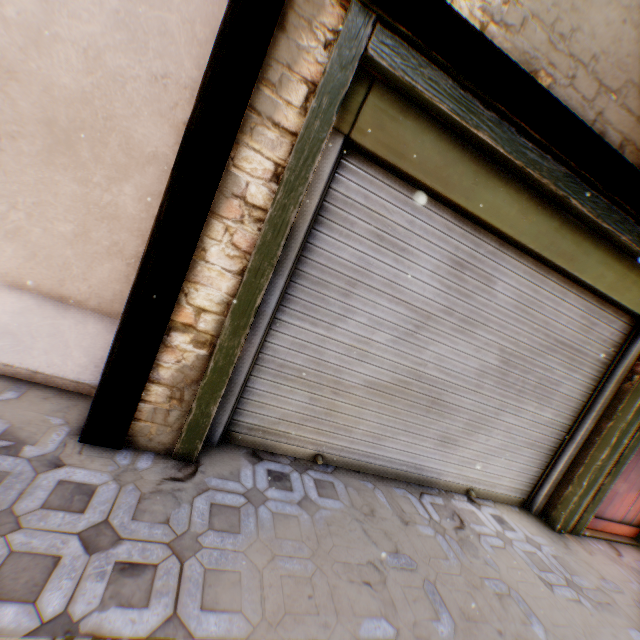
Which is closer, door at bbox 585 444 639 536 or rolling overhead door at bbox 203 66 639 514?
rolling overhead door at bbox 203 66 639 514

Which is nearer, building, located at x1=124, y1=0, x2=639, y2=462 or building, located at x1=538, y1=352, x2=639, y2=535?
building, located at x1=124, y1=0, x2=639, y2=462

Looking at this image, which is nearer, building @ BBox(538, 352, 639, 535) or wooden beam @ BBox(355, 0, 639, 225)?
wooden beam @ BBox(355, 0, 639, 225)

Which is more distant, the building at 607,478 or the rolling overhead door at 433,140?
the building at 607,478

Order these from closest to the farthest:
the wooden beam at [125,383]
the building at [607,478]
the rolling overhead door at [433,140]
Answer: the wooden beam at [125,383]
the rolling overhead door at [433,140]
the building at [607,478]

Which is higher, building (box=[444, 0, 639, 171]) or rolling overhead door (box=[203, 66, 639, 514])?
building (box=[444, 0, 639, 171])

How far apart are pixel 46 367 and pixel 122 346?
1.0m

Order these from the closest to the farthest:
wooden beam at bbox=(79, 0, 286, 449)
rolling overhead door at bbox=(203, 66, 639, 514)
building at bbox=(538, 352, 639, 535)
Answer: wooden beam at bbox=(79, 0, 286, 449)
rolling overhead door at bbox=(203, 66, 639, 514)
building at bbox=(538, 352, 639, 535)
